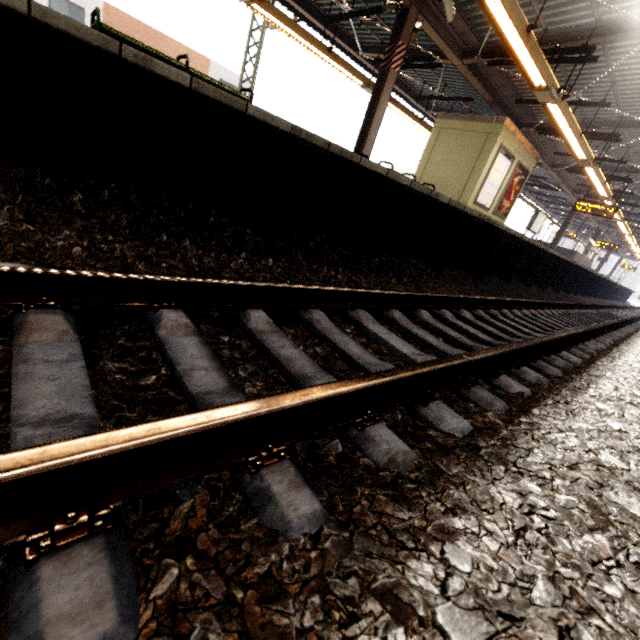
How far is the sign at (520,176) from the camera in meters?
11.1

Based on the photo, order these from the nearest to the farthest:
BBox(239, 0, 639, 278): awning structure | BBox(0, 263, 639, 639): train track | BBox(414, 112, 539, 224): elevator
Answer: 1. BBox(0, 263, 639, 639): train track
2. BBox(239, 0, 639, 278): awning structure
3. BBox(414, 112, 539, 224): elevator

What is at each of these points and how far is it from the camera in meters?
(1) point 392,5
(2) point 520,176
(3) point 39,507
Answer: (1) loudspeaker, 6.9
(2) sign, 11.5
(3) train track, 0.7

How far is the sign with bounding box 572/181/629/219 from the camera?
13.6m

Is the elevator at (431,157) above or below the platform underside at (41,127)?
above

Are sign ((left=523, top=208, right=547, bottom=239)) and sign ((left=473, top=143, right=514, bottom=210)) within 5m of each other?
no

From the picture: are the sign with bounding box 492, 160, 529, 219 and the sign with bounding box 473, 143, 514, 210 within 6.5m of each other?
yes

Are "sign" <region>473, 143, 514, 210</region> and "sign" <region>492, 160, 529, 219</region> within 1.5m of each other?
yes
